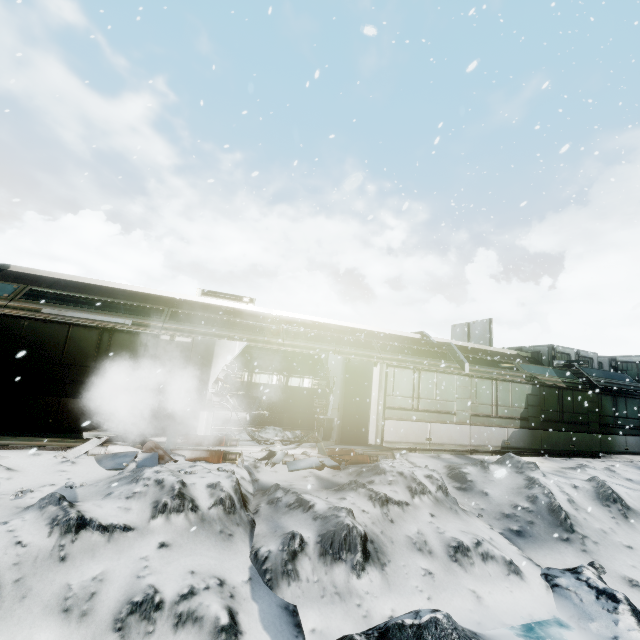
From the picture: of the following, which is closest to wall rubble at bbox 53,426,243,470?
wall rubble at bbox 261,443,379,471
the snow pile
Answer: the snow pile

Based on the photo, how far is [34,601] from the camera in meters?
3.4

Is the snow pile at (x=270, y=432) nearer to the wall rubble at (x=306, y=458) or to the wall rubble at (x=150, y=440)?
the wall rubble at (x=150, y=440)

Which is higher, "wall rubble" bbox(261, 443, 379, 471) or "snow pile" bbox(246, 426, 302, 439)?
"snow pile" bbox(246, 426, 302, 439)

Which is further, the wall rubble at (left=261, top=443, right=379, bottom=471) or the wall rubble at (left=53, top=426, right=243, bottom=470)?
the wall rubble at (left=261, top=443, right=379, bottom=471)

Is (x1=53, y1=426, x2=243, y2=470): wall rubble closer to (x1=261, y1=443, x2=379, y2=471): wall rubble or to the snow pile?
the snow pile

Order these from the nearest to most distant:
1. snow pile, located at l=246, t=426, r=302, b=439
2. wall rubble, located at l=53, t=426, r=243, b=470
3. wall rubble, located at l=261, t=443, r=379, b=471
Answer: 1. wall rubble, located at l=53, t=426, r=243, b=470
2. wall rubble, located at l=261, t=443, r=379, b=471
3. snow pile, located at l=246, t=426, r=302, b=439
